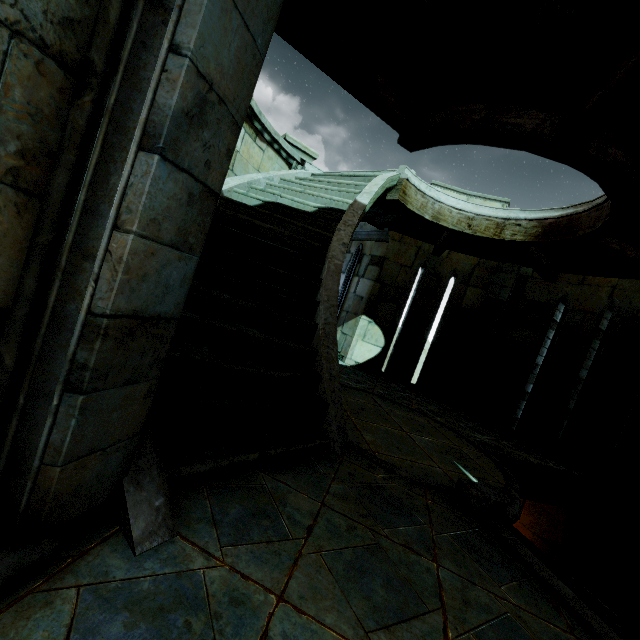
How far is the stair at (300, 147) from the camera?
7.2m

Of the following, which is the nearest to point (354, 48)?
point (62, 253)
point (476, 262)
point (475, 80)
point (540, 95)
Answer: point (475, 80)

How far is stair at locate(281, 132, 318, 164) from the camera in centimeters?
725cm
